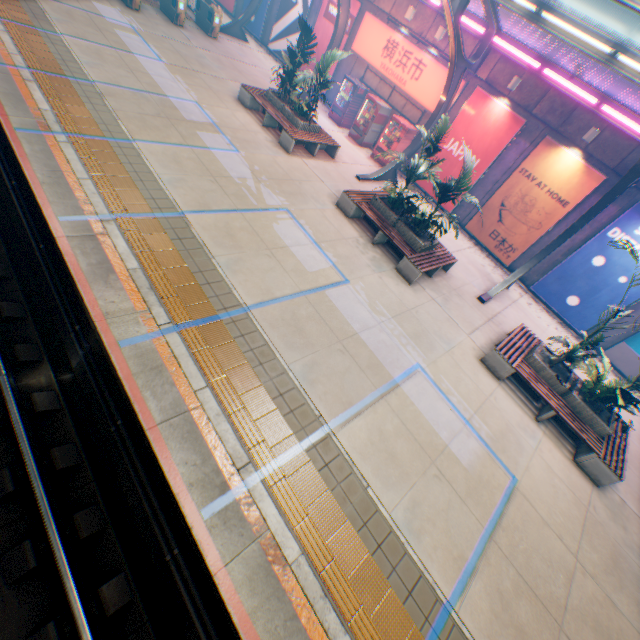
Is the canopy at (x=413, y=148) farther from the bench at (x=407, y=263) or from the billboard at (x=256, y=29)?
the bench at (x=407, y=263)

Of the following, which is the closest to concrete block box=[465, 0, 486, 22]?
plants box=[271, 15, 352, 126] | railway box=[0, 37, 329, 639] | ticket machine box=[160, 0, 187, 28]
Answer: plants box=[271, 15, 352, 126]

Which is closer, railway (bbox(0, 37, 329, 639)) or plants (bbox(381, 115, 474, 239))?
railway (bbox(0, 37, 329, 639))

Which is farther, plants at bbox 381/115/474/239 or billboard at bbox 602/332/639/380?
billboard at bbox 602/332/639/380

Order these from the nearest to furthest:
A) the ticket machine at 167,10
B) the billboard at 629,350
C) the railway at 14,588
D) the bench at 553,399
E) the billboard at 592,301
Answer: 1. the railway at 14,588
2. the bench at 553,399
3. the billboard at 592,301
4. the billboard at 629,350
5. the ticket machine at 167,10

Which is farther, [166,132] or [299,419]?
[166,132]

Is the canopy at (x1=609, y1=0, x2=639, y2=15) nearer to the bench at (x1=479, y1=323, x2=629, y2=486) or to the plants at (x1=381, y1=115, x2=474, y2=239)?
the bench at (x1=479, y1=323, x2=629, y2=486)

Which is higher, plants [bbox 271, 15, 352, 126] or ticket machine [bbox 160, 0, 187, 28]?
plants [bbox 271, 15, 352, 126]
